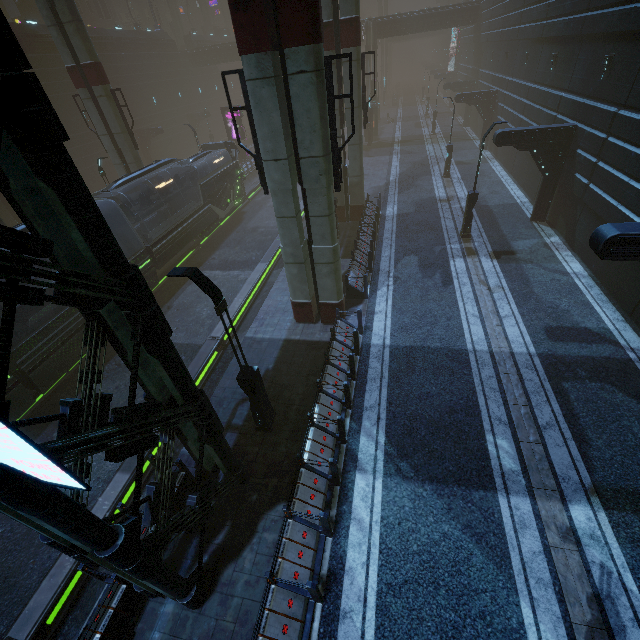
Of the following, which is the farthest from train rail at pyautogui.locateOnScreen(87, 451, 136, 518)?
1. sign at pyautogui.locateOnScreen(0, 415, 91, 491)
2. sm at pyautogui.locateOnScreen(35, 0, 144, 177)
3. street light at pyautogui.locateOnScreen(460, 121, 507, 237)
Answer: street light at pyautogui.locateOnScreen(460, 121, 507, 237)

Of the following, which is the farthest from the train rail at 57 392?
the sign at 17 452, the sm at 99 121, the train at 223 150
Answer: the sign at 17 452

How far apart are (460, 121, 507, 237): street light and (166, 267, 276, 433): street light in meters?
14.6

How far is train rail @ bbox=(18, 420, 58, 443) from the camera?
12.1 meters

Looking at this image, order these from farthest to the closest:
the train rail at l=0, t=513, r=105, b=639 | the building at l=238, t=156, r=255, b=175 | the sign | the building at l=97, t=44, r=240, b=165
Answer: the building at l=97, t=44, r=240, b=165 → the building at l=238, t=156, r=255, b=175 → the train rail at l=0, t=513, r=105, b=639 → the sign

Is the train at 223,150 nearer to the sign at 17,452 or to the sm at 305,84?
the sign at 17,452

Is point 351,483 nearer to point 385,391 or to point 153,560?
point 385,391

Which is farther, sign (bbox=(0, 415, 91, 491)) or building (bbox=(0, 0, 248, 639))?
building (bbox=(0, 0, 248, 639))
